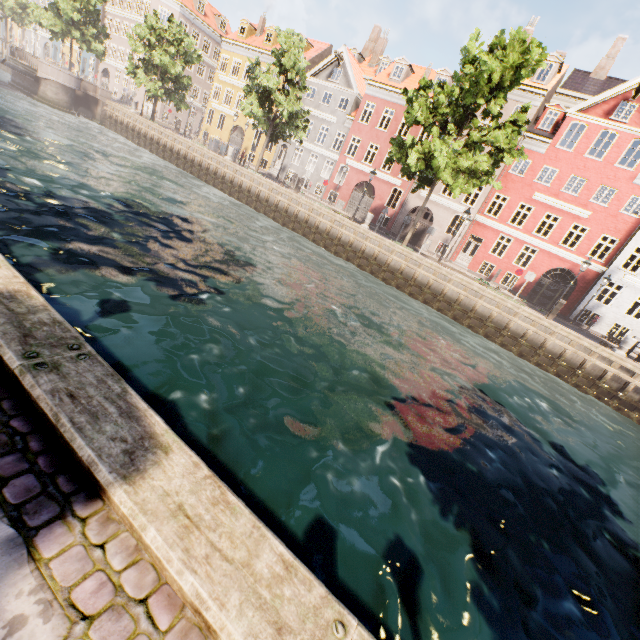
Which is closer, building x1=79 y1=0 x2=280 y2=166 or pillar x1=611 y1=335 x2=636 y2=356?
pillar x1=611 y1=335 x2=636 y2=356

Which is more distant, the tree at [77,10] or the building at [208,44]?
the building at [208,44]

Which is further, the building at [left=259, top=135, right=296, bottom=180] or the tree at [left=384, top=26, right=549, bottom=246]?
the building at [left=259, top=135, right=296, bottom=180]

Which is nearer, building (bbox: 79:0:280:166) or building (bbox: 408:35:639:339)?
building (bbox: 408:35:639:339)

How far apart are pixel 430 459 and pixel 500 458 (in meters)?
2.43

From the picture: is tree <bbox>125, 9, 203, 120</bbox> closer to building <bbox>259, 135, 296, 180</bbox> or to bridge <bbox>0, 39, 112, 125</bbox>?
bridge <bbox>0, 39, 112, 125</bbox>

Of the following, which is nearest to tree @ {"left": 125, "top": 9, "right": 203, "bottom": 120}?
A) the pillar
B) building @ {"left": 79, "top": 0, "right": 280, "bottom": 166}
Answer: the pillar

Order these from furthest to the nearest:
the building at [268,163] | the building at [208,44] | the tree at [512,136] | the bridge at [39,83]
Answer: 1. the building at [208,44]
2. the building at [268,163]
3. the bridge at [39,83]
4. the tree at [512,136]
